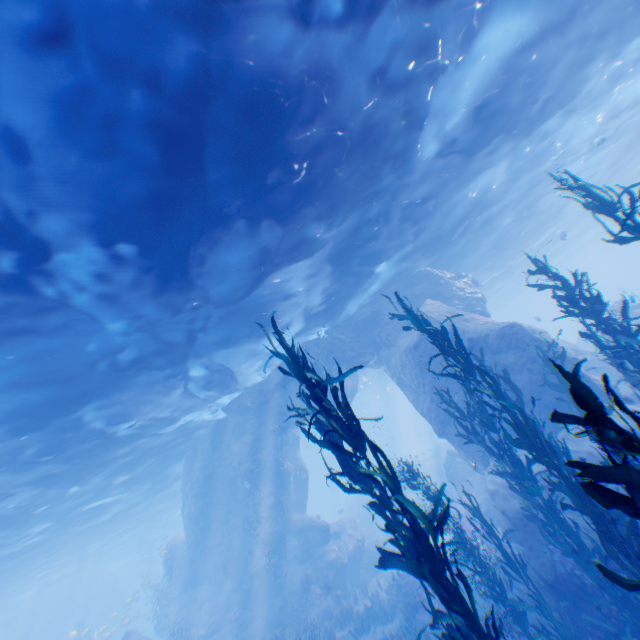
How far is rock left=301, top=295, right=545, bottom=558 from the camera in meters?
11.2 m

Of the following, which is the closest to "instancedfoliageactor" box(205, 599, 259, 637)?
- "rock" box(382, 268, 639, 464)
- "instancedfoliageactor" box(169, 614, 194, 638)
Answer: "rock" box(382, 268, 639, 464)

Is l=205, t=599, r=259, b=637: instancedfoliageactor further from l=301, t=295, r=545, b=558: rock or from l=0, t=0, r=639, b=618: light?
l=0, t=0, r=639, b=618: light

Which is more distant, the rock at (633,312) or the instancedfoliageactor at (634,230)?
the rock at (633,312)

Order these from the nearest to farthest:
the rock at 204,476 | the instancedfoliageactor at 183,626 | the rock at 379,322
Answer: the rock at 379,322 < the rock at 204,476 < the instancedfoliageactor at 183,626

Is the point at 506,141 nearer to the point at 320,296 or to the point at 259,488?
the point at 320,296

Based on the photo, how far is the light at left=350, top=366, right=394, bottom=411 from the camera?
35.8m

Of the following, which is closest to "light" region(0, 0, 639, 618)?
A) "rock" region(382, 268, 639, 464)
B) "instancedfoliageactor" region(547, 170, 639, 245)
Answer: "rock" region(382, 268, 639, 464)
